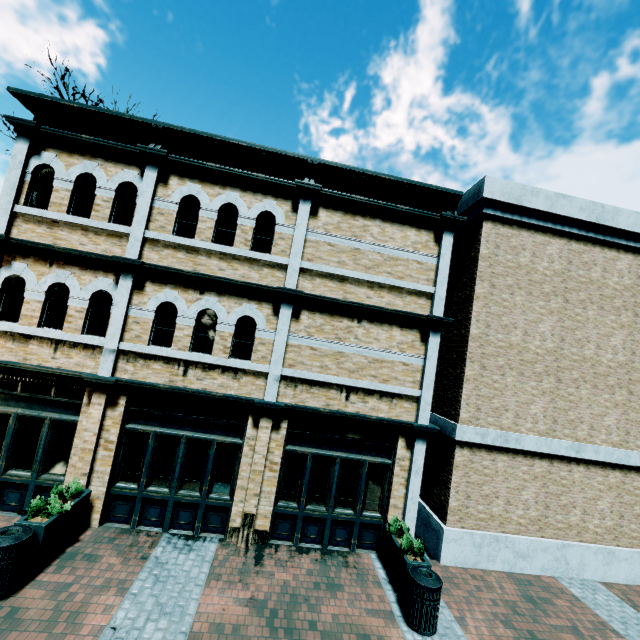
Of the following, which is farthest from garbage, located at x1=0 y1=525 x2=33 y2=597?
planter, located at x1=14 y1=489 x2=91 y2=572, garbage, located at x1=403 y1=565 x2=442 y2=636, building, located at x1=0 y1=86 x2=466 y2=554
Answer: garbage, located at x1=403 y1=565 x2=442 y2=636

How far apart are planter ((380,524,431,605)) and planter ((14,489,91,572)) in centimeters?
690cm

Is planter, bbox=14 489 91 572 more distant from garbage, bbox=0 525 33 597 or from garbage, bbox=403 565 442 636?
garbage, bbox=403 565 442 636

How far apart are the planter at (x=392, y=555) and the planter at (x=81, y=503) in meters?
6.9

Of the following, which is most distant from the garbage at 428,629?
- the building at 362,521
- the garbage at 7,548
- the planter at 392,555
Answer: the garbage at 7,548

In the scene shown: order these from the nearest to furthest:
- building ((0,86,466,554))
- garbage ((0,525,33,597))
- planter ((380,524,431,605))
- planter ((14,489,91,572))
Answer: garbage ((0,525,33,597))
planter ((14,489,91,572))
planter ((380,524,431,605))
building ((0,86,466,554))

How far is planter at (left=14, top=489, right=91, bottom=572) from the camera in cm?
578

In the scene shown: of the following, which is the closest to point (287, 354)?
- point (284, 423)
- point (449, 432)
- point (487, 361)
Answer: point (284, 423)
